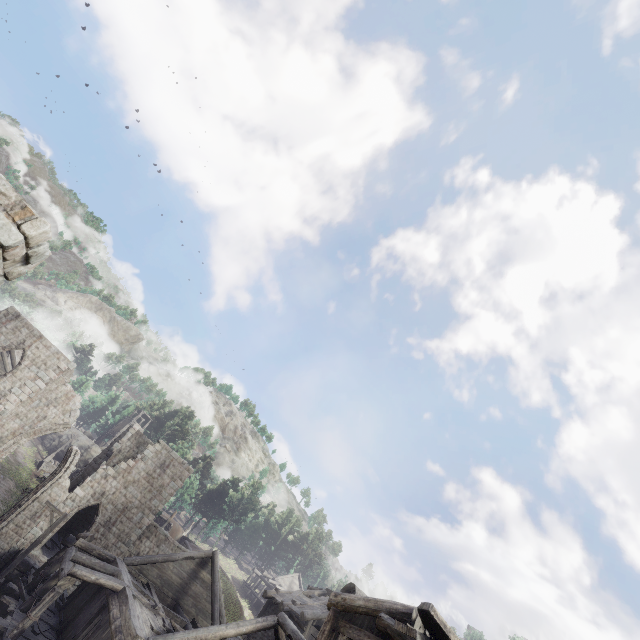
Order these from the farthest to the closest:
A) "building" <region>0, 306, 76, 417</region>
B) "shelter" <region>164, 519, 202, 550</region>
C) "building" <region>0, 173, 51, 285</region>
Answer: "shelter" <region>164, 519, 202, 550</region>
"building" <region>0, 306, 76, 417</region>
"building" <region>0, 173, 51, 285</region>

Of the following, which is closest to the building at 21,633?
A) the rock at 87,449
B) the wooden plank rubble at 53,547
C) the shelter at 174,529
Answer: the wooden plank rubble at 53,547

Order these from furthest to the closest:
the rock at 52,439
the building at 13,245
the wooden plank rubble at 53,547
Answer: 1. the rock at 52,439
2. the wooden plank rubble at 53,547
3. the building at 13,245

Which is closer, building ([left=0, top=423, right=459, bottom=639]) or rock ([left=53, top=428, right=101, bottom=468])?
building ([left=0, top=423, right=459, bottom=639])

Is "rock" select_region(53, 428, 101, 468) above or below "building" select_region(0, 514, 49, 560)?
above

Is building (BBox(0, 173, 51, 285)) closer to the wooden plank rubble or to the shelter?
the wooden plank rubble

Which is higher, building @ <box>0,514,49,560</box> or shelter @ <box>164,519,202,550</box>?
shelter @ <box>164,519,202,550</box>

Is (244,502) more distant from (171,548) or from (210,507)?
(171,548)
